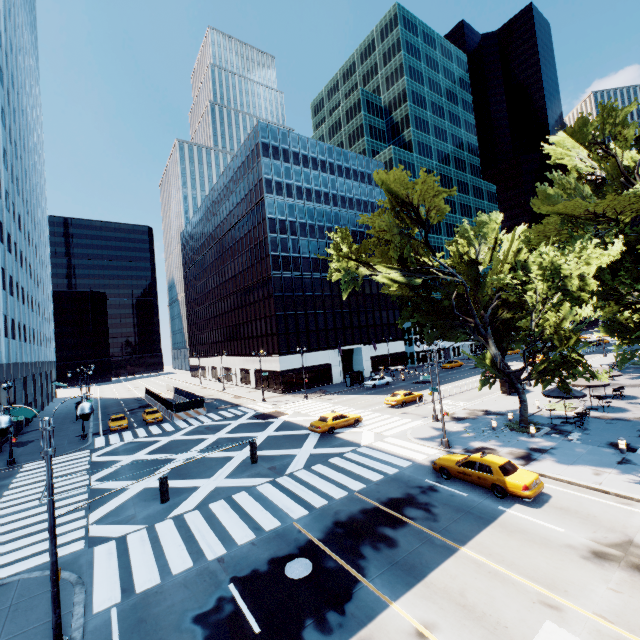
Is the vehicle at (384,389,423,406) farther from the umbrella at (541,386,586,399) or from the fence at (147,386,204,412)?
the fence at (147,386,204,412)

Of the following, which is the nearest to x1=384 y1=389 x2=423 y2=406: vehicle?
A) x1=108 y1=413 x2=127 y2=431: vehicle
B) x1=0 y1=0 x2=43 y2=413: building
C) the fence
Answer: the fence

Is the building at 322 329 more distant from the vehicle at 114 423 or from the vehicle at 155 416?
the vehicle at 114 423

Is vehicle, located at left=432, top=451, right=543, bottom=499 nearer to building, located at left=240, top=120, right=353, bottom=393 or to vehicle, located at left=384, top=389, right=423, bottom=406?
vehicle, located at left=384, top=389, right=423, bottom=406

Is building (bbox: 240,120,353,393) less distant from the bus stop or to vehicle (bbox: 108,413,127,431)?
the bus stop

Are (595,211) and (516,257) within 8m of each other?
yes

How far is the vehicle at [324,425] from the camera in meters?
27.9

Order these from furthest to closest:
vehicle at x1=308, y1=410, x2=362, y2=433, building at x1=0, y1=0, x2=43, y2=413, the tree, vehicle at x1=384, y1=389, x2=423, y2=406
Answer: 1. building at x1=0, y1=0, x2=43, y2=413
2. vehicle at x1=384, y1=389, x2=423, y2=406
3. vehicle at x1=308, y1=410, x2=362, y2=433
4. the tree
